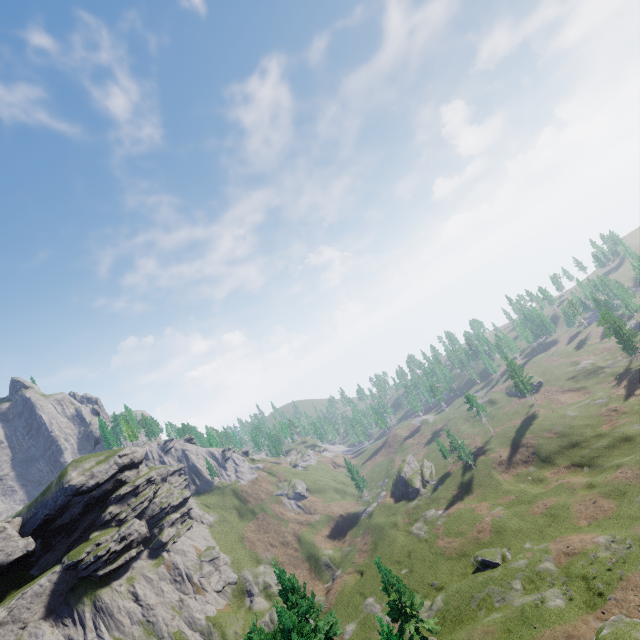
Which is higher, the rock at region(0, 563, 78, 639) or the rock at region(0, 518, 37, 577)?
the rock at region(0, 518, 37, 577)

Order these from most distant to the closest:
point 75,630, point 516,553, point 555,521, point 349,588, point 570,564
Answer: point 349,588, point 75,630, point 555,521, point 516,553, point 570,564

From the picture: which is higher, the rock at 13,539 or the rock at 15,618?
A: the rock at 13,539

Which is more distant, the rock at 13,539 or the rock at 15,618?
the rock at 13,539

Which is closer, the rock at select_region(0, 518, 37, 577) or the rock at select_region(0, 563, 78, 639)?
the rock at select_region(0, 563, 78, 639)
